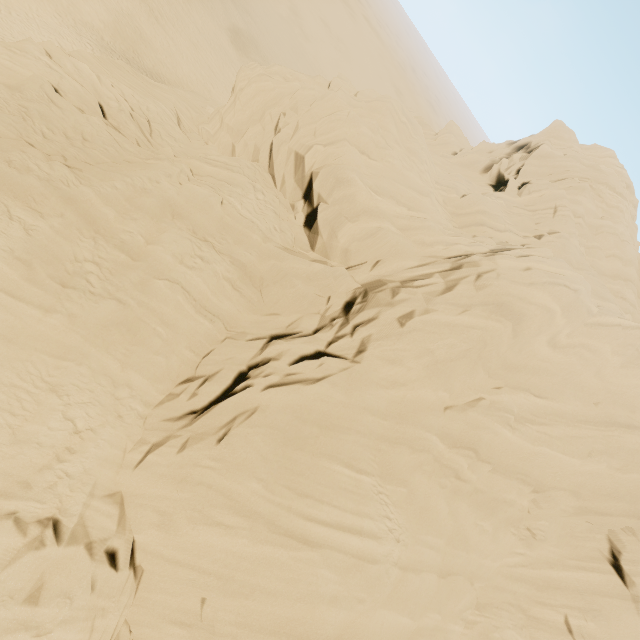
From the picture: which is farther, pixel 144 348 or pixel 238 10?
pixel 238 10
